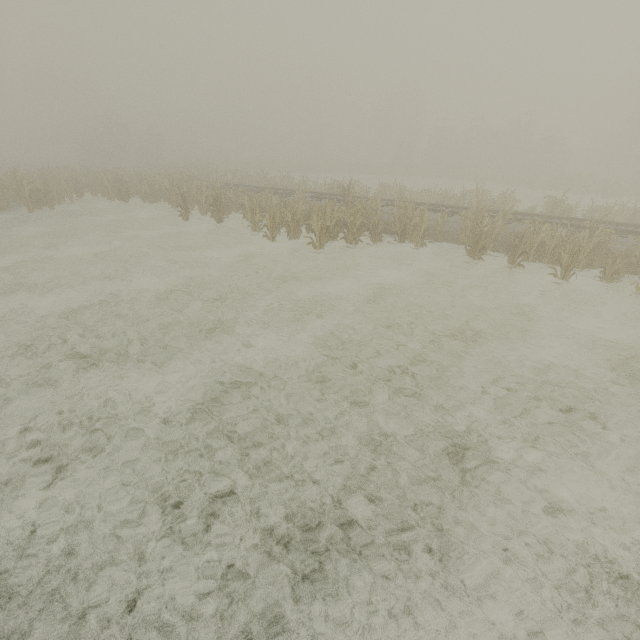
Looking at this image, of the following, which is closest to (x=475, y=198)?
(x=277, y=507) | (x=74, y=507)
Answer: (x=277, y=507)

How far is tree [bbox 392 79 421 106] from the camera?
58.3 meters

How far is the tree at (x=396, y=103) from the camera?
58.32m
